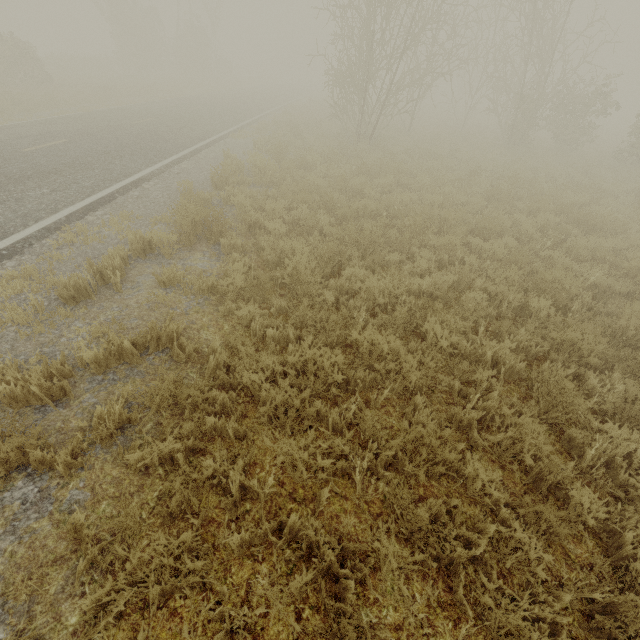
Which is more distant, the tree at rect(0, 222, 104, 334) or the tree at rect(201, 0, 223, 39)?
the tree at rect(201, 0, 223, 39)

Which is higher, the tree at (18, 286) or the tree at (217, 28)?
the tree at (217, 28)

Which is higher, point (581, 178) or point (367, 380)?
point (581, 178)

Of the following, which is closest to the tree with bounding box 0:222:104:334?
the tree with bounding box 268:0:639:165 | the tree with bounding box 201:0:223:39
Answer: the tree with bounding box 268:0:639:165

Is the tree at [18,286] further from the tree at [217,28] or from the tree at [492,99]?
the tree at [217,28]

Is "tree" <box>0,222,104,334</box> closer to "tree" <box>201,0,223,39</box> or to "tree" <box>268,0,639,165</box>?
"tree" <box>268,0,639,165</box>
